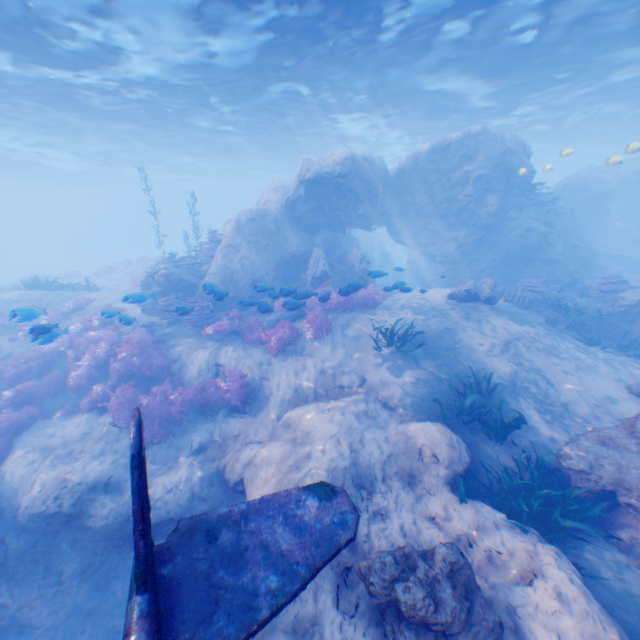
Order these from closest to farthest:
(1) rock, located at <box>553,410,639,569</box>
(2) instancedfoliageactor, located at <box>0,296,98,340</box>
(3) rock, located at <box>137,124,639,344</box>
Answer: (1) rock, located at <box>553,410,639,569</box>, (2) instancedfoliageactor, located at <box>0,296,98,340</box>, (3) rock, located at <box>137,124,639,344</box>

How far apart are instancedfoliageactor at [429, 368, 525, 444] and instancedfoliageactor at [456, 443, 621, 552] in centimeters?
113cm

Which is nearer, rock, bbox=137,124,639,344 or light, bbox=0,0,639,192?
light, bbox=0,0,639,192

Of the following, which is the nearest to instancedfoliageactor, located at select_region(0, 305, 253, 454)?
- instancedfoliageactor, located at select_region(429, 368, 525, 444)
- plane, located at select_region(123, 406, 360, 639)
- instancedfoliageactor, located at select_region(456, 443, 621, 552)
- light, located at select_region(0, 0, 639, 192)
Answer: plane, located at select_region(123, 406, 360, 639)

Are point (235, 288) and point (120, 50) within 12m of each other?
yes

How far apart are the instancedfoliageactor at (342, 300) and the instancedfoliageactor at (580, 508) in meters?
7.2

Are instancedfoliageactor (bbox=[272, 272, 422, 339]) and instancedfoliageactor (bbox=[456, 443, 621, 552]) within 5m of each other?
no

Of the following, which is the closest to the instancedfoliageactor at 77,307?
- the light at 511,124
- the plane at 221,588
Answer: Answer: the plane at 221,588
